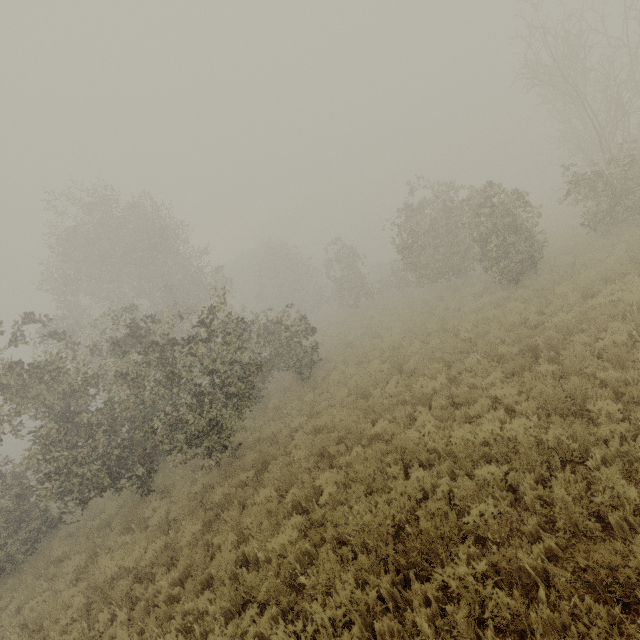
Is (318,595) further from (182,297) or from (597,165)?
(182,297)
